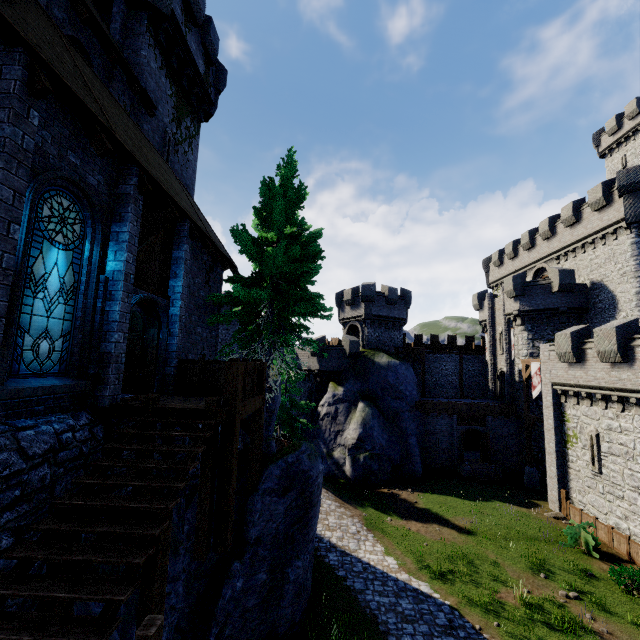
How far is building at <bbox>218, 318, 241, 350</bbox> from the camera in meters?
41.3

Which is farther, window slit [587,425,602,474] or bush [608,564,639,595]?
window slit [587,425,602,474]

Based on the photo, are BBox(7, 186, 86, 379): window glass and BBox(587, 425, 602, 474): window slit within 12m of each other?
no

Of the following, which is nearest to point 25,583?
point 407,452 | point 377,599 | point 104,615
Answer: point 104,615

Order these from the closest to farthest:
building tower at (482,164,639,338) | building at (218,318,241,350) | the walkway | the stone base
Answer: the walkway
building tower at (482,164,639,338)
the stone base
building at (218,318,241,350)

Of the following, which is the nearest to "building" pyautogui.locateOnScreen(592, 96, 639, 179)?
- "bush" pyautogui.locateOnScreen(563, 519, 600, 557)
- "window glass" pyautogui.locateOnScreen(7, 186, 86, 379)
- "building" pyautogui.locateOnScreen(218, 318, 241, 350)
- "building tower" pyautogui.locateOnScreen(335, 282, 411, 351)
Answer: "building tower" pyautogui.locateOnScreen(335, 282, 411, 351)

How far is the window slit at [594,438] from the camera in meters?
17.9 m

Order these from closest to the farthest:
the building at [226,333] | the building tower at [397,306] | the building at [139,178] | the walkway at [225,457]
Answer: the building at [139,178]
the walkway at [225,457]
the building tower at [397,306]
the building at [226,333]
